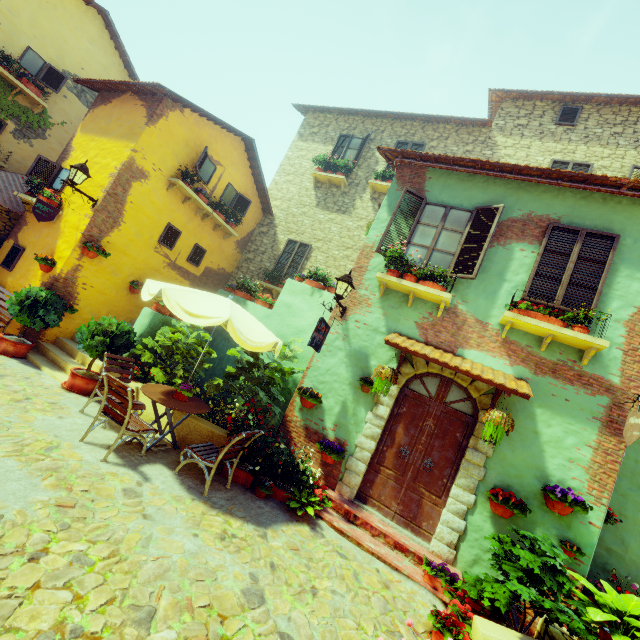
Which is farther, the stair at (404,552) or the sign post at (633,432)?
the stair at (404,552)

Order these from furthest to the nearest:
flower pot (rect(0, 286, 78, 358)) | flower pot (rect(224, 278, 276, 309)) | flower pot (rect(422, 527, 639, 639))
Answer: flower pot (rect(224, 278, 276, 309)) → flower pot (rect(0, 286, 78, 358)) → flower pot (rect(422, 527, 639, 639))

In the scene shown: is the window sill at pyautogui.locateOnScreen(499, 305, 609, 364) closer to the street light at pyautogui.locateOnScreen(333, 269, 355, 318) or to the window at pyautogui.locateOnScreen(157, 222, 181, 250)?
the window at pyautogui.locateOnScreen(157, 222, 181, 250)

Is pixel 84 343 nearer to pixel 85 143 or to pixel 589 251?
pixel 85 143

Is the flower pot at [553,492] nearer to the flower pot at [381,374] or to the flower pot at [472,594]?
the flower pot at [472,594]

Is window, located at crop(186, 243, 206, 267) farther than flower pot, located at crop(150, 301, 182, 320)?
Yes

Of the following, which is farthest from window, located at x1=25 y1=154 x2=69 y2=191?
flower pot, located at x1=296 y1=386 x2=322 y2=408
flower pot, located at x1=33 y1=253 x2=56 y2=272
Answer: flower pot, located at x1=296 y1=386 x2=322 y2=408

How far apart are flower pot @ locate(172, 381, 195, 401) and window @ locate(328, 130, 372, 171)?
10.16m
